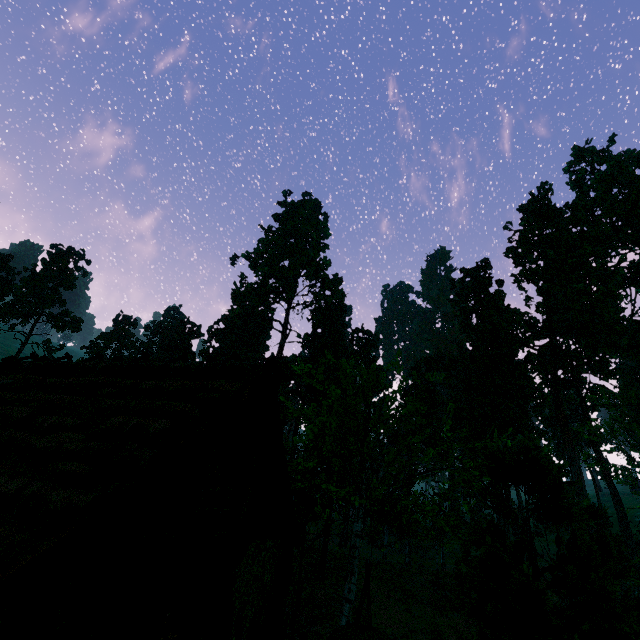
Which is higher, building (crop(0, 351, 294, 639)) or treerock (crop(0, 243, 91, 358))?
treerock (crop(0, 243, 91, 358))

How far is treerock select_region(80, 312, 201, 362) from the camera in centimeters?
5044cm

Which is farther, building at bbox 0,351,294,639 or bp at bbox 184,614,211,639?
bp at bbox 184,614,211,639

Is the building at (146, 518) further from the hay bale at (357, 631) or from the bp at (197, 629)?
the hay bale at (357, 631)

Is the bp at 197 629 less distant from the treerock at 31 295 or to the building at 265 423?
the building at 265 423

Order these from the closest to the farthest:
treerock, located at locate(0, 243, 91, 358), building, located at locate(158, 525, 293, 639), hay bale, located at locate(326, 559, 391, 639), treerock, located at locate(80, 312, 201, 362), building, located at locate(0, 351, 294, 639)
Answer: building, located at locate(0, 351, 294, 639) < hay bale, located at locate(326, 559, 391, 639) < building, located at locate(158, 525, 293, 639) < treerock, located at locate(0, 243, 91, 358) < treerock, located at locate(80, 312, 201, 362)

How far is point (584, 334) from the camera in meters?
35.2 m

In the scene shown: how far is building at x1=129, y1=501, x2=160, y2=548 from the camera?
5.38m
